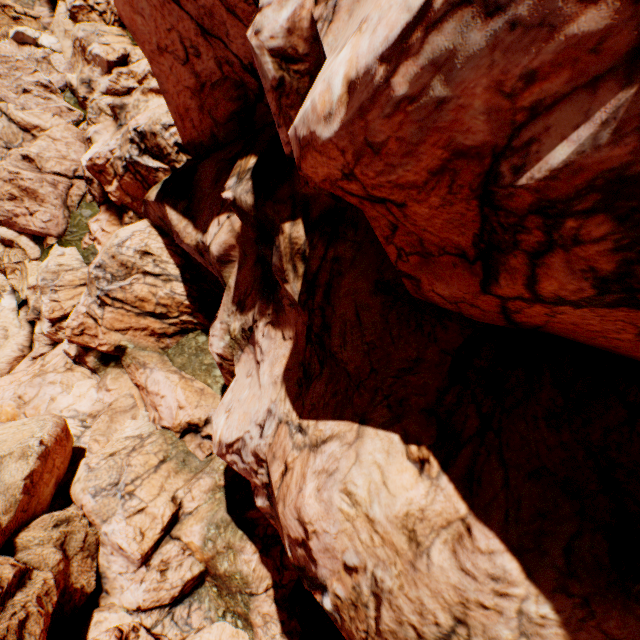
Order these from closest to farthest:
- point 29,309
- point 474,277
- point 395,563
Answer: point 474,277
point 395,563
point 29,309
